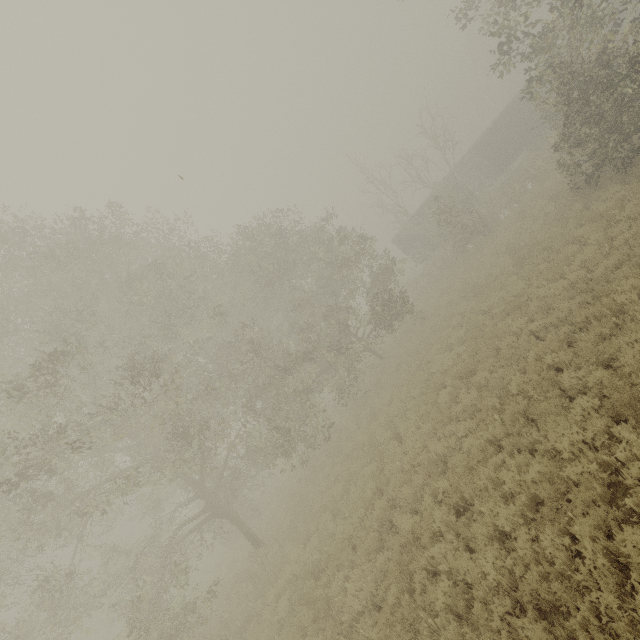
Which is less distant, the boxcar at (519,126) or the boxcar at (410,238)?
the boxcar at (519,126)

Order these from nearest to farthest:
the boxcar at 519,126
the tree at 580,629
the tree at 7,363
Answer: the tree at 580,629
the tree at 7,363
the boxcar at 519,126

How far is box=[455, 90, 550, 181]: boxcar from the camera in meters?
28.7

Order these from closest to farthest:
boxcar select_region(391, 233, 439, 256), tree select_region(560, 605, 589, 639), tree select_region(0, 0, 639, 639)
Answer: tree select_region(560, 605, 589, 639), tree select_region(0, 0, 639, 639), boxcar select_region(391, 233, 439, 256)

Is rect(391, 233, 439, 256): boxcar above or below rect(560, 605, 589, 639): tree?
above

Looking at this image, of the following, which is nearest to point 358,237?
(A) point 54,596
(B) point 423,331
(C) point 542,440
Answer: (B) point 423,331

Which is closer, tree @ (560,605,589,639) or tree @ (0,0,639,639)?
tree @ (560,605,589,639)

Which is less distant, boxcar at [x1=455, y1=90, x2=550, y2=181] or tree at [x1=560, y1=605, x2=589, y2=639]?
tree at [x1=560, y1=605, x2=589, y2=639]
